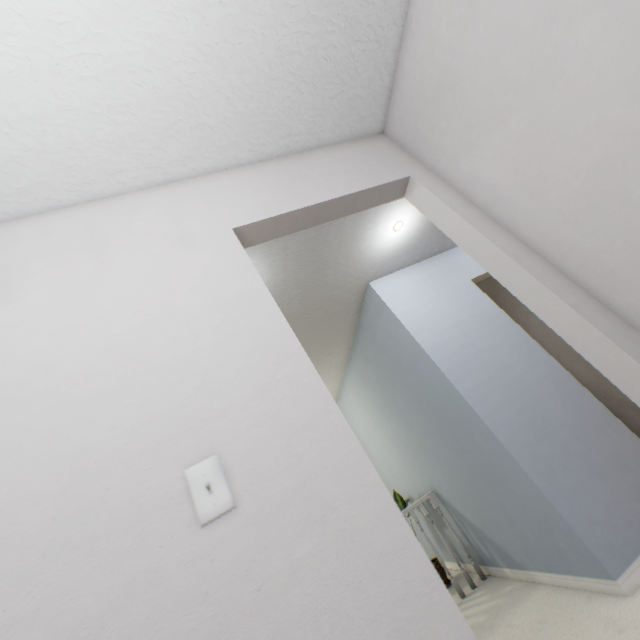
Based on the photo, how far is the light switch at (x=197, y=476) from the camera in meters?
0.7 m

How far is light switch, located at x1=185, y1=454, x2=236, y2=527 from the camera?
0.71m

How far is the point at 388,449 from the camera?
4.09m
